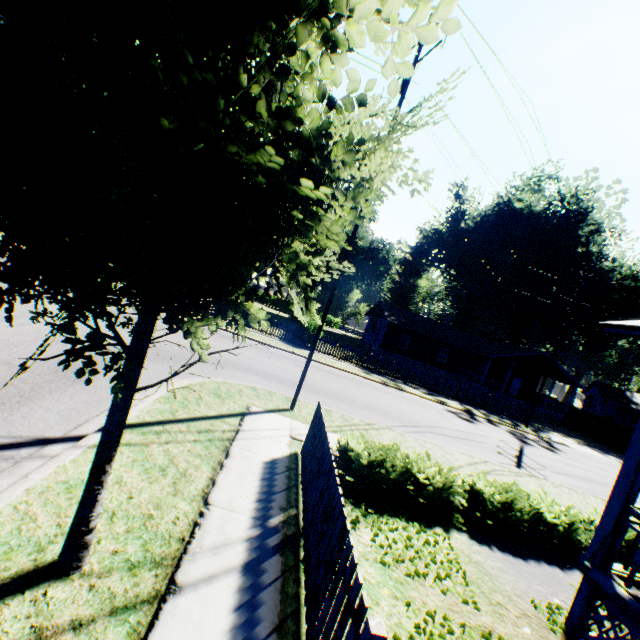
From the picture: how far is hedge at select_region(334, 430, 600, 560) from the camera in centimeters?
642cm

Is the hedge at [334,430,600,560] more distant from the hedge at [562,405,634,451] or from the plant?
the hedge at [562,405,634,451]

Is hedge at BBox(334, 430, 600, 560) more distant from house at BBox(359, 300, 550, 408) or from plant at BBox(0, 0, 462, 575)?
house at BBox(359, 300, 550, 408)

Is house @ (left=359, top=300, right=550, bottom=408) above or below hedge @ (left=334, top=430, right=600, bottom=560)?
above

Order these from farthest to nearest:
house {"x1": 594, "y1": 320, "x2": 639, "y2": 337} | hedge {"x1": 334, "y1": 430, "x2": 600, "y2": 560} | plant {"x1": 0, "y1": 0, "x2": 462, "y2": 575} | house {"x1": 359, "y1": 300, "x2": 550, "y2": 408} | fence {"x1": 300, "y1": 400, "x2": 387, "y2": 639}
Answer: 1. house {"x1": 359, "y1": 300, "x2": 550, "y2": 408}
2. hedge {"x1": 334, "y1": 430, "x2": 600, "y2": 560}
3. house {"x1": 594, "y1": 320, "x2": 639, "y2": 337}
4. fence {"x1": 300, "y1": 400, "x2": 387, "y2": 639}
5. plant {"x1": 0, "y1": 0, "x2": 462, "y2": 575}

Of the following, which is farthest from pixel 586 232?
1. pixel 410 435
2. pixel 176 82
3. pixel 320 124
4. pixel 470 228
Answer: pixel 176 82

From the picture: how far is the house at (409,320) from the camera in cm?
3366

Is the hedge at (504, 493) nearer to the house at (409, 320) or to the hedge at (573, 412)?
the house at (409, 320)
